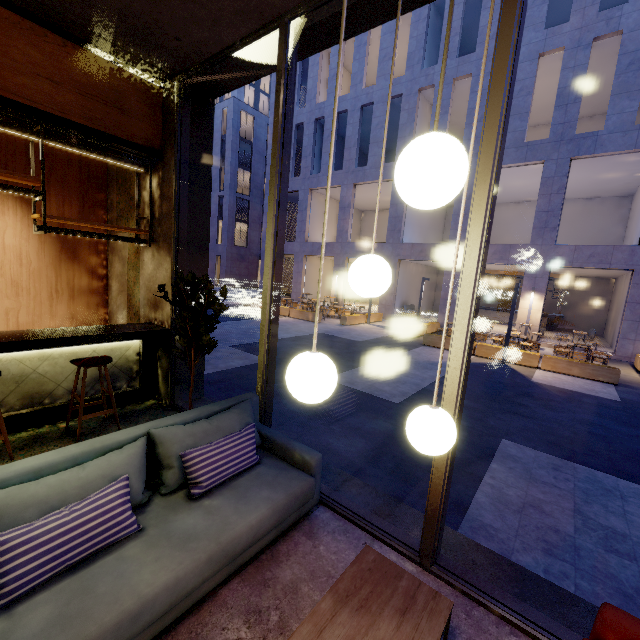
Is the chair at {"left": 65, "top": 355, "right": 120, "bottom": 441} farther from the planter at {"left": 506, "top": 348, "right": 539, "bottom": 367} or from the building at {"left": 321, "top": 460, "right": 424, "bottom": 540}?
the planter at {"left": 506, "top": 348, "right": 539, "bottom": 367}

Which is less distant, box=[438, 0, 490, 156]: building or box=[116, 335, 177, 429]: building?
box=[116, 335, 177, 429]: building

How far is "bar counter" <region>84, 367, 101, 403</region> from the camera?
4.43m

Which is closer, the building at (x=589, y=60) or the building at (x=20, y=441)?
the building at (x=20, y=441)

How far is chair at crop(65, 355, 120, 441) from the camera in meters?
3.8 m

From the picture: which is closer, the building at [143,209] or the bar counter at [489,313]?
the building at [143,209]

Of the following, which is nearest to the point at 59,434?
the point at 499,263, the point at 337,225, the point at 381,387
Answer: the point at 381,387

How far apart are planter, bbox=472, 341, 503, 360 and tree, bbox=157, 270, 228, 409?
11.4m
